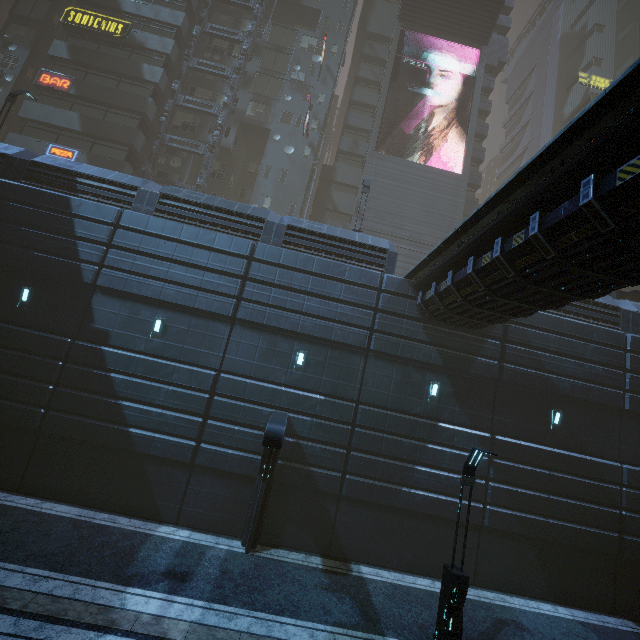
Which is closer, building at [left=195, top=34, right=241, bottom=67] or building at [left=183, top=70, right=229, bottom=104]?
building at [left=183, top=70, right=229, bottom=104]

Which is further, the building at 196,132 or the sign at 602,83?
the sign at 602,83

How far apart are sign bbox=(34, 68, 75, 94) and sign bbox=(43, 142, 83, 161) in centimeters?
437cm

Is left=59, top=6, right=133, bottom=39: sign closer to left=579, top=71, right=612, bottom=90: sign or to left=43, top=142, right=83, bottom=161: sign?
left=43, top=142, right=83, bottom=161: sign

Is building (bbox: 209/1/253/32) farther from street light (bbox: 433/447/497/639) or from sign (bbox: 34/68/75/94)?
street light (bbox: 433/447/497/639)

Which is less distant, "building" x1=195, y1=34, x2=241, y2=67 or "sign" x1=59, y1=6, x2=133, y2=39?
"sign" x1=59, y1=6, x2=133, y2=39

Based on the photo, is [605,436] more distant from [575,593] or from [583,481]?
[575,593]

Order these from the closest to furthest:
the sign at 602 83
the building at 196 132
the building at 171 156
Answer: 1. the building at 171 156
2. the building at 196 132
3. the sign at 602 83
